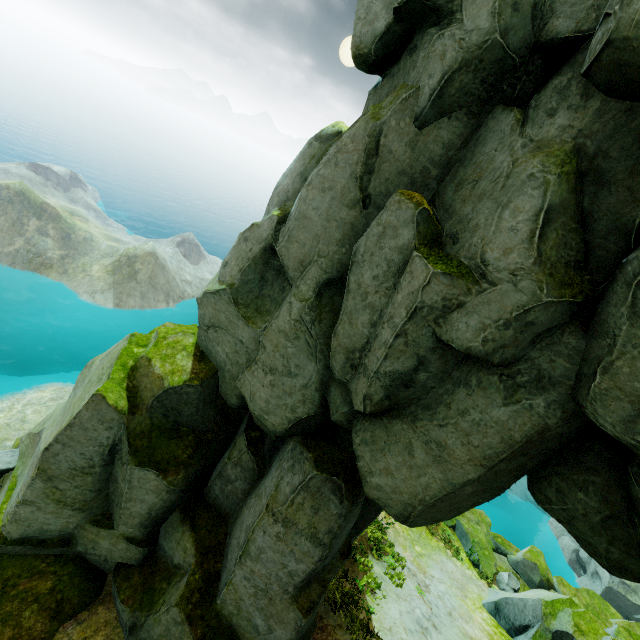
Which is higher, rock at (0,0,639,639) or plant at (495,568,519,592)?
rock at (0,0,639,639)

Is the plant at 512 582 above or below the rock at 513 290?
below

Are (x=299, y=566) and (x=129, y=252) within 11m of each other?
no

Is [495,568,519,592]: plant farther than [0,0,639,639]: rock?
Yes

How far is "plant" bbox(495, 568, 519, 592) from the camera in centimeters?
1845cm

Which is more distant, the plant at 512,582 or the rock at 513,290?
the plant at 512,582
